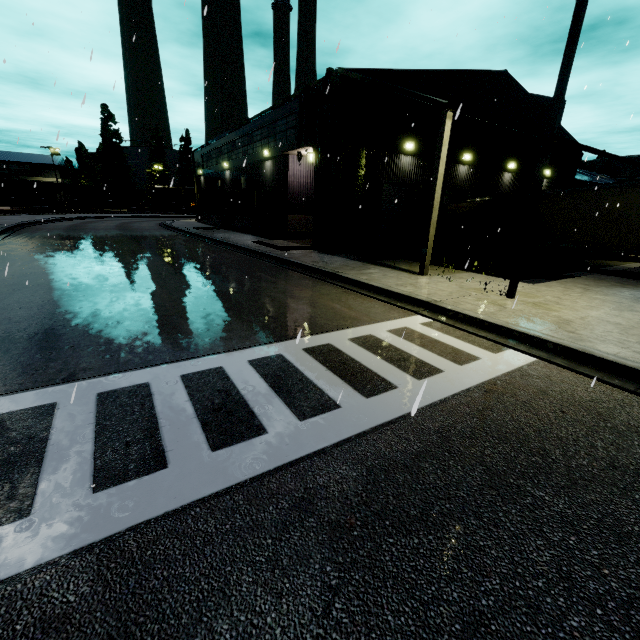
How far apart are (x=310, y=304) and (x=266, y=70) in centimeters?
1183cm

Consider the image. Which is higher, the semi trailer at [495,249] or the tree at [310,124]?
the tree at [310,124]

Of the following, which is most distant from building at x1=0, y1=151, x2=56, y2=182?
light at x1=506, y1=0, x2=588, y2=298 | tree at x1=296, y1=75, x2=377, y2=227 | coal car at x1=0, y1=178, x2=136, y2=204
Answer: light at x1=506, y1=0, x2=588, y2=298

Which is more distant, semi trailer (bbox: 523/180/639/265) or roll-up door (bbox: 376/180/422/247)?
roll-up door (bbox: 376/180/422/247)

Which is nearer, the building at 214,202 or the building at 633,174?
the building at 214,202

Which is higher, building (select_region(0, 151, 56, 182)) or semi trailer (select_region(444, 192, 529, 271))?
building (select_region(0, 151, 56, 182))

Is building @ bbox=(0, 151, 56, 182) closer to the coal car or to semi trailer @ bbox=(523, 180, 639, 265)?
semi trailer @ bbox=(523, 180, 639, 265)

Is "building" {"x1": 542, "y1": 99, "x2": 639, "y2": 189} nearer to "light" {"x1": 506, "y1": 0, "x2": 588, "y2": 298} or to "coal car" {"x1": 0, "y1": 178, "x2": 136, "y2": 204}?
"coal car" {"x1": 0, "y1": 178, "x2": 136, "y2": 204}
